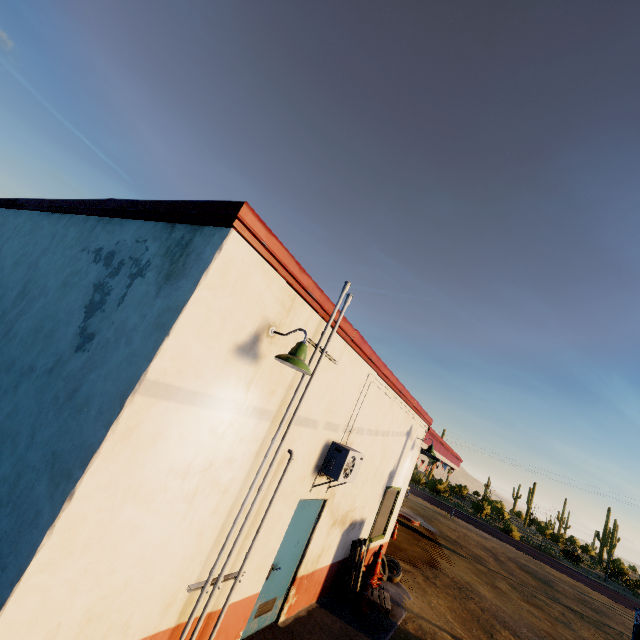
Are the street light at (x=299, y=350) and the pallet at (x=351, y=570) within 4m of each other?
no

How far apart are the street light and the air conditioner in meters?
2.5 m

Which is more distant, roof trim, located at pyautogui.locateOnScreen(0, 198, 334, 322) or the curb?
the curb

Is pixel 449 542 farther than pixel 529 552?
No

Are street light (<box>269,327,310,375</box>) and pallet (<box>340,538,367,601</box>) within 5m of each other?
no

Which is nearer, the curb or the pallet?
the curb

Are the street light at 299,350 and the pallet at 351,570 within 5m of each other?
no

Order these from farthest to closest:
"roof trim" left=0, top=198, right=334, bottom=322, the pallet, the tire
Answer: the tire
the pallet
"roof trim" left=0, top=198, right=334, bottom=322
